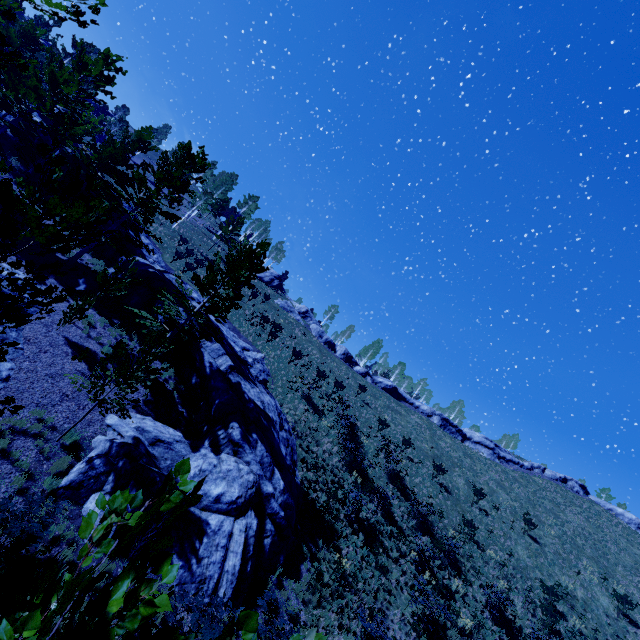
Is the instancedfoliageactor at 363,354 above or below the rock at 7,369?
above

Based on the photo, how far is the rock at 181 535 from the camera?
10.94m

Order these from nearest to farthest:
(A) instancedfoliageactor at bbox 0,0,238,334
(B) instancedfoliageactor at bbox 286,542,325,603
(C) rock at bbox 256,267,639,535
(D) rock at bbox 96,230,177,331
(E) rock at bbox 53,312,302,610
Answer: (A) instancedfoliageactor at bbox 0,0,238,334 < (E) rock at bbox 53,312,302,610 < (B) instancedfoliageactor at bbox 286,542,325,603 < (D) rock at bbox 96,230,177,331 < (C) rock at bbox 256,267,639,535

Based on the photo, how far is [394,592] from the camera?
16.73m

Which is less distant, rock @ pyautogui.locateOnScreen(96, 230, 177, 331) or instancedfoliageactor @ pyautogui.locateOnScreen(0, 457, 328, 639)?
instancedfoliageactor @ pyautogui.locateOnScreen(0, 457, 328, 639)

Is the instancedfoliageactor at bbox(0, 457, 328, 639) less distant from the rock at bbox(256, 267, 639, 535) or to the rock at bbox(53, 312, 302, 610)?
the rock at bbox(53, 312, 302, 610)

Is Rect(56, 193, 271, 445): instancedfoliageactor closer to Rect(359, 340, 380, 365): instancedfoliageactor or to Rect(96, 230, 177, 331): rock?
Rect(96, 230, 177, 331): rock
